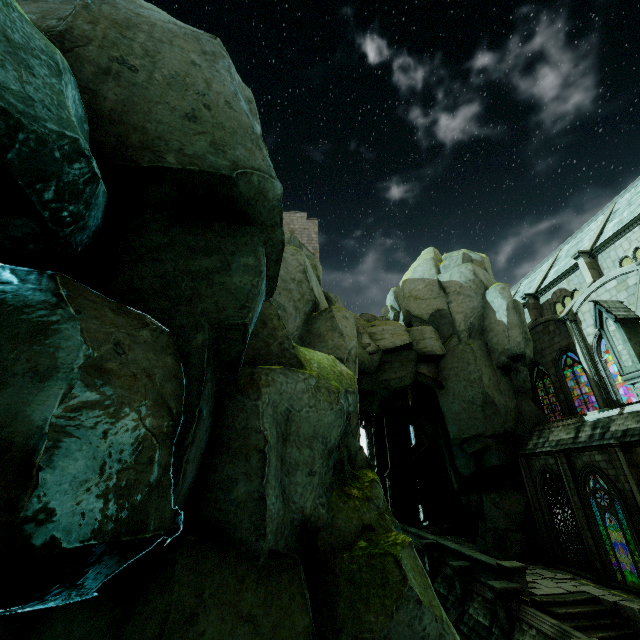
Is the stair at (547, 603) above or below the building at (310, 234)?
below

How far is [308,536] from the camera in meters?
5.7

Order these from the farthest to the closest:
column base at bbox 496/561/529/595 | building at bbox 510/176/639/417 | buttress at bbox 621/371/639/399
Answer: building at bbox 510/176/639/417 < column base at bbox 496/561/529/595 < buttress at bbox 621/371/639/399

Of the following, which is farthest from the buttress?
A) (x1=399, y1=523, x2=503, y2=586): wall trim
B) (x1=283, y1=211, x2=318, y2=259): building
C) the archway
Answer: (x1=283, y1=211, x2=318, y2=259): building

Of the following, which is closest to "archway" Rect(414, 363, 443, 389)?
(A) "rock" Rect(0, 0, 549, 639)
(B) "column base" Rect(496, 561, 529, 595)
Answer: (A) "rock" Rect(0, 0, 549, 639)

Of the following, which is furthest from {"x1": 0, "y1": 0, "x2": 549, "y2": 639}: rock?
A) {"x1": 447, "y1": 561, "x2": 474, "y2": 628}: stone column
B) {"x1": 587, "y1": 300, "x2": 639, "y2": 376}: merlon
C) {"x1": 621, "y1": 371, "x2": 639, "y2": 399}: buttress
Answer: {"x1": 587, "y1": 300, "x2": 639, "y2": 376}: merlon

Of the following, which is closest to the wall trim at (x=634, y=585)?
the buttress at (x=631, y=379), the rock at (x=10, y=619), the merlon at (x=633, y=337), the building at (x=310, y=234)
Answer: the rock at (x=10, y=619)

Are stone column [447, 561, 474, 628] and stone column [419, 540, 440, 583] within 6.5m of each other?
yes
